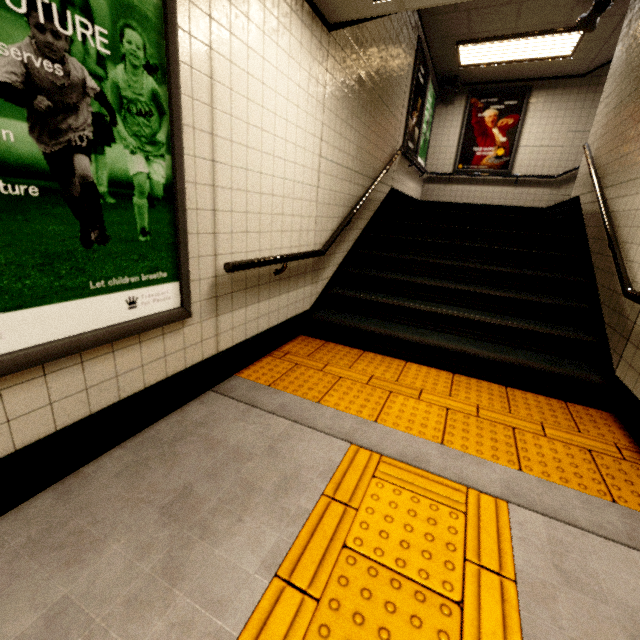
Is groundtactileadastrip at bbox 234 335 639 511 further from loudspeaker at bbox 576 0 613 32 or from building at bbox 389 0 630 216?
loudspeaker at bbox 576 0 613 32

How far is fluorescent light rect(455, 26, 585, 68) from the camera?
5.4 meters

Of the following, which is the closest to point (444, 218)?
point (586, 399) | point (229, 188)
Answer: point (586, 399)

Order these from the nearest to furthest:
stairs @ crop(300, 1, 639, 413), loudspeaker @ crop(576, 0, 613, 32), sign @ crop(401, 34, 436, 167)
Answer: stairs @ crop(300, 1, 639, 413)
loudspeaker @ crop(576, 0, 613, 32)
sign @ crop(401, 34, 436, 167)

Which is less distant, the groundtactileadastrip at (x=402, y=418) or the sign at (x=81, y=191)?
the sign at (x=81, y=191)

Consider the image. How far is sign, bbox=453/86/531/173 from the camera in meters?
7.3 m

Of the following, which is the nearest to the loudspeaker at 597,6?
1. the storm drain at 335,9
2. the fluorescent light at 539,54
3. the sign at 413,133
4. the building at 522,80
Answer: the building at 522,80

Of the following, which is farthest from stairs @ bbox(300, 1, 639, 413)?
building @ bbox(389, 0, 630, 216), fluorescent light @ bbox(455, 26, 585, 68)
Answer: fluorescent light @ bbox(455, 26, 585, 68)
